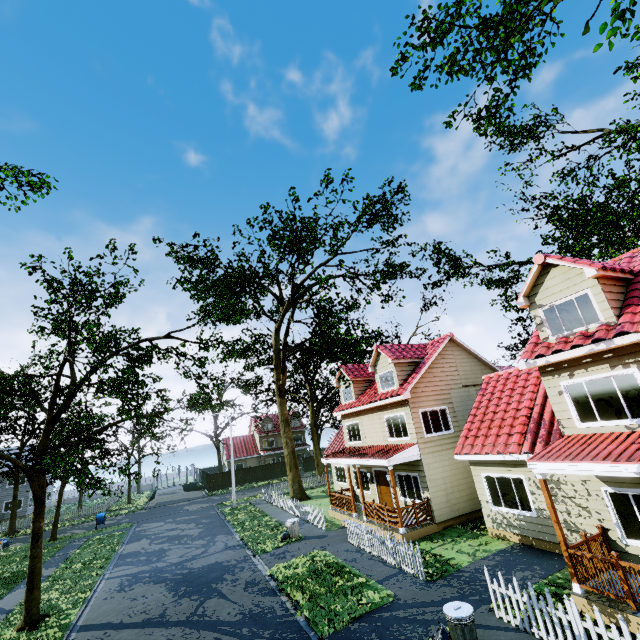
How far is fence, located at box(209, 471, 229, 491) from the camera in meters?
43.4 m

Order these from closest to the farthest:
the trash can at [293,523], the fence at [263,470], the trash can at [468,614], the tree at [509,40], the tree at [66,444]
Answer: the trash can at [468,614], the tree at [509,40], the tree at [66,444], the trash can at [293,523], the fence at [263,470]

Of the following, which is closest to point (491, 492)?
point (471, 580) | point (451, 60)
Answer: point (471, 580)

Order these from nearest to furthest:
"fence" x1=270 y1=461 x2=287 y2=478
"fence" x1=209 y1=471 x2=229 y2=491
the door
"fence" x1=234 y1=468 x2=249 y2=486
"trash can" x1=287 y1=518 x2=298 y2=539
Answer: "trash can" x1=287 y1=518 x2=298 y2=539 → the door → "fence" x1=209 y1=471 x2=229 y2=491 → "fence" x1=234 y1=468 x2=249 y2=486 → "fence" x1=270 y1=461 x2=287 y2=478

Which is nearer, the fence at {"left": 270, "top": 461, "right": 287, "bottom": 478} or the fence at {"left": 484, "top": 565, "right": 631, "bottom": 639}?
the fence at {"left": 484, "top": 565, "right": 631, "bottom": 639}

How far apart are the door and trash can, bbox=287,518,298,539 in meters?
4.9

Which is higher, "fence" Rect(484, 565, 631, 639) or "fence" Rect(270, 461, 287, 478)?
"fence" Rect(270, 461, 287, 478)

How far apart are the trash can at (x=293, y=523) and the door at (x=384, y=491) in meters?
4.9 m
